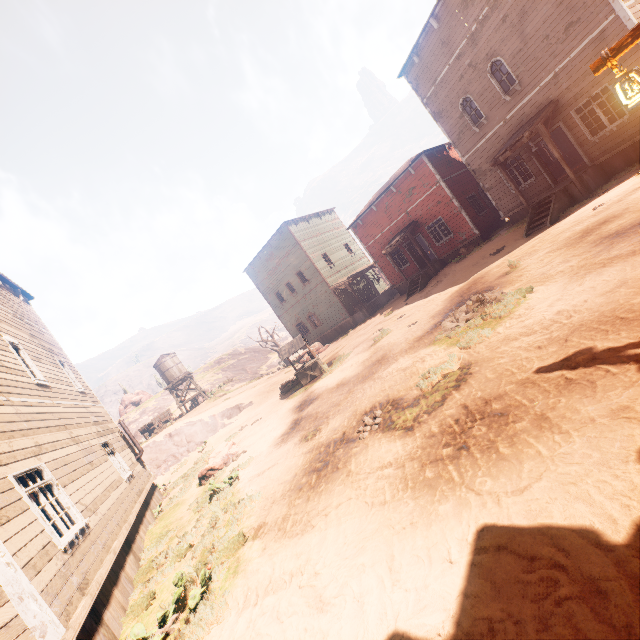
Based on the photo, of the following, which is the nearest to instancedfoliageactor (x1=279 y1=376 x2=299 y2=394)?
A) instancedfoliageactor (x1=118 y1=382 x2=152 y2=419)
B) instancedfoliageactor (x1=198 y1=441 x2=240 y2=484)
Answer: instancedfoliageactor (x1=198 y1=441 x2=240 y2=484)

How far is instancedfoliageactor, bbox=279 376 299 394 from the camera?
18.7m

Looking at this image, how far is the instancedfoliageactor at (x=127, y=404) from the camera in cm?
5112

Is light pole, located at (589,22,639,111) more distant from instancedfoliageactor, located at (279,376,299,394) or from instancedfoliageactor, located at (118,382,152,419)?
instancedfoliageactor, located at (118,382,152,419)

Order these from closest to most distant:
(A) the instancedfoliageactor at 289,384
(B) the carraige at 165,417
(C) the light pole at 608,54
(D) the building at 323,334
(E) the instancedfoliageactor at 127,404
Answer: (C) the light pole at 608,54 → (D) the building at 323,334 → (A) the instancedfoliageactor at 289,384 → (B) the carraige at 165,417 → (E) the instancedfoliageactor at 127,404

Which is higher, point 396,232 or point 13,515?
point 396,232

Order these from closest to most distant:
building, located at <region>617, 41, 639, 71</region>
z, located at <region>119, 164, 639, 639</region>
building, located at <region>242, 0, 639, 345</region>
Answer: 1. z, located at <region>119, 164, 639, 639</region>
2. building, located at <region>617, 41, 639, 71</region>
3. building, located at <region>242, 0, 639, 345</region>

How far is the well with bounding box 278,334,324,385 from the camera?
16.86m
